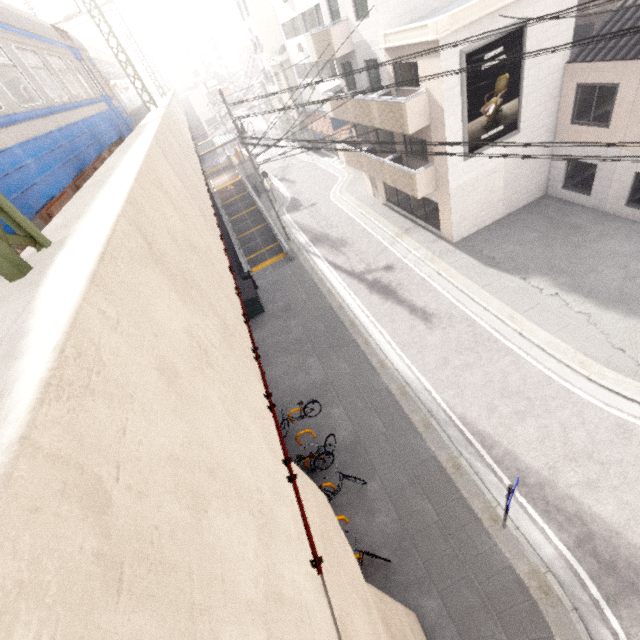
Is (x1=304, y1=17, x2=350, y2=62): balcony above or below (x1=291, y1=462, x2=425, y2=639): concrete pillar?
above

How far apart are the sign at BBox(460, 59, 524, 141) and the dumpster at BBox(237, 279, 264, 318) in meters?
11.8

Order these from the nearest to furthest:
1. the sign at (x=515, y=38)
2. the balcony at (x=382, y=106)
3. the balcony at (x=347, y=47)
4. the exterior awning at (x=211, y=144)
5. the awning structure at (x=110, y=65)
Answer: the sign at (x=515, y=38) → the balcony at (x=382, y=106) → the balcony at (x=347, y=47) → the awning structure at (x=110, y=65) → the exterior awning at (x=211, y=144)

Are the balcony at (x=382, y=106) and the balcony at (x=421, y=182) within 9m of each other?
yes

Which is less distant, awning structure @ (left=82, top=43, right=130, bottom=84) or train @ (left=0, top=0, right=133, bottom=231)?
train @ (left=0, top=0, right=133, bottom=231)

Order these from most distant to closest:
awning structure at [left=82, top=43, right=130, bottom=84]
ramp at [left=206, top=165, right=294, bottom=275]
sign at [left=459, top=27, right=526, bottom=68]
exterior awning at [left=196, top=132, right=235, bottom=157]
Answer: exterior awning at [left=196, top=132, right=235, bottom=157] → awning structure at [left=82, top=43, right=130, bottom=84] → ramp at [left=206, top=165, right=294, bottom=275] → sign at [left=459, top=27, right=526, bottom=68]

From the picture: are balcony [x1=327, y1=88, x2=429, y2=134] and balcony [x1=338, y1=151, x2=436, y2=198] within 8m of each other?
yes

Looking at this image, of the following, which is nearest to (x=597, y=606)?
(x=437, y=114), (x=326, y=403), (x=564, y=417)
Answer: (x=564, y=417)
